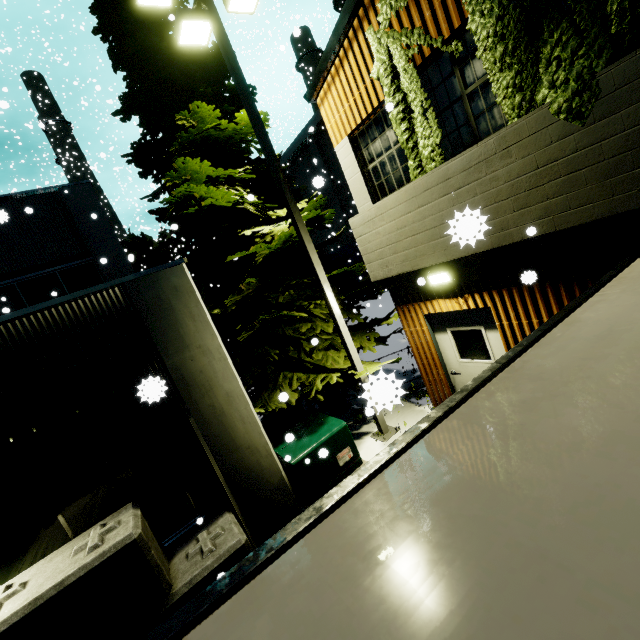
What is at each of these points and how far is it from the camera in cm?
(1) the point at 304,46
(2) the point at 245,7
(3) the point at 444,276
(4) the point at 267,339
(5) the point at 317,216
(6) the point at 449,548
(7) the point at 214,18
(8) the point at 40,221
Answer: (1) smokestack, 3406
(2) light, 677
(3) light, 586
(4) tree, 810
(5) tree, 779
(6) semi trailer, 72
(7) light, 609
(8) building, 1082

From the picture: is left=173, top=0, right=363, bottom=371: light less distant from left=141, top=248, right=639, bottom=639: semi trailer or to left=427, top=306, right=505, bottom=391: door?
left=427, top=306, right=505, bottom=391: door

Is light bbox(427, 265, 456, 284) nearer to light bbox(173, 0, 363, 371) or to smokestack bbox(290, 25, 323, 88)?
light bbox(173, 0, 363, 371)

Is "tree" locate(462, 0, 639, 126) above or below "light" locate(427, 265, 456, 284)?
above

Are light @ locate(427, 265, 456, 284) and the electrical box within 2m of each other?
no

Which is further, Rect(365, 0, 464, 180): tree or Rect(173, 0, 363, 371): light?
Rect(173, 0, 363, 371): light

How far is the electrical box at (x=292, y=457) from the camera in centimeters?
594cm

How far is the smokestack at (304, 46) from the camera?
33.8 meters
